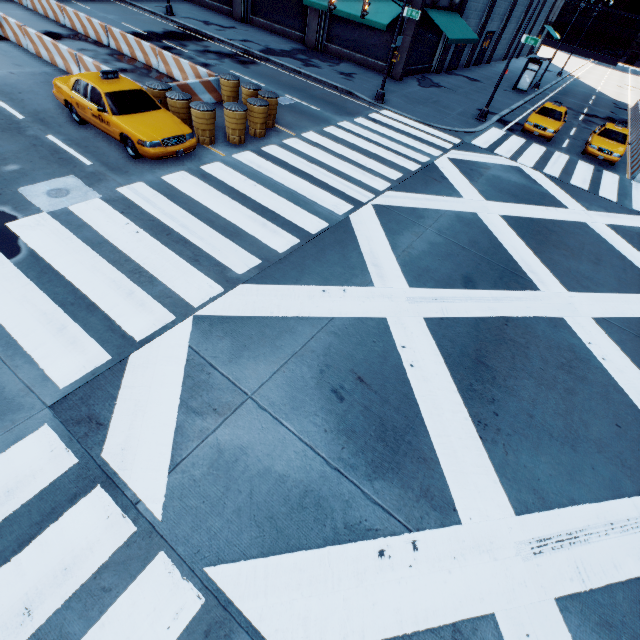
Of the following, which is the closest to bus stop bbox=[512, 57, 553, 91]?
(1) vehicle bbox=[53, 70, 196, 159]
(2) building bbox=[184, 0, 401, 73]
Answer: (2) building bbox=[184, 0, 401, 73]

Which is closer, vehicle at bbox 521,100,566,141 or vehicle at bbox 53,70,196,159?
vehicle at bbox 53,70,196,159

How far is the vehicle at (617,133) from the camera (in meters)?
17.92

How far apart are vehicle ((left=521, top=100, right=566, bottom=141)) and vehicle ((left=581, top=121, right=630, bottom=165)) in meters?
1.5 m

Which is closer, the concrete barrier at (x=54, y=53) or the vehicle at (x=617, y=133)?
the concrete barrier at (x=54, y=53)

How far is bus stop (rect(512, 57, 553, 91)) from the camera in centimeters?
2744cm

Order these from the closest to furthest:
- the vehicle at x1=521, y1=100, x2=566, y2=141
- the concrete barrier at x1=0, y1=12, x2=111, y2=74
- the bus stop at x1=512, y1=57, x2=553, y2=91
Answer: the concrete barrier at x1=0, y1=12, x2=111, y2=74, the vehicle at x1=521, y1=100, x2=566, y2=141, the bus stop at x1=512, y1=57, x2=553, y2=91

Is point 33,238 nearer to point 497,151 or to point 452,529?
point 452,529
